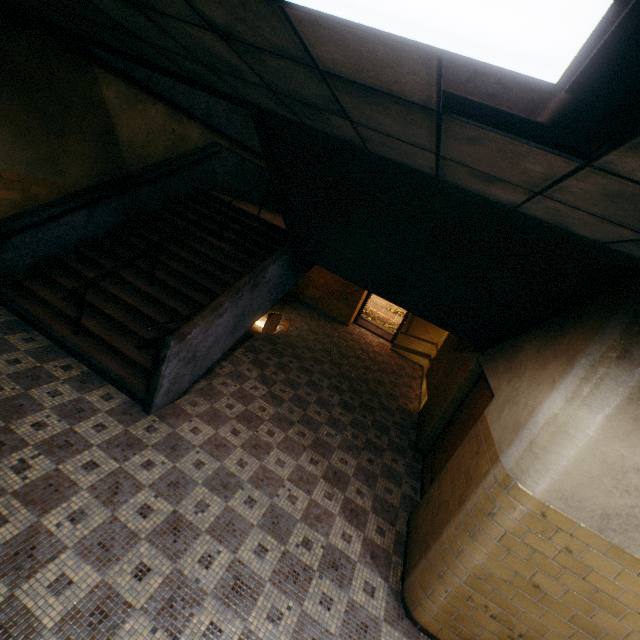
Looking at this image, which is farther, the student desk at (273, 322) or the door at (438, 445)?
the student desk at (273, 322)

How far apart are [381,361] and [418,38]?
9.27m

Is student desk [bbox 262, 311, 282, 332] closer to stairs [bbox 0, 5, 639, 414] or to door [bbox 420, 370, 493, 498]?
stairs [bbox 0, 5, 639, 414]

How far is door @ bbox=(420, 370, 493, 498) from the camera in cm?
473

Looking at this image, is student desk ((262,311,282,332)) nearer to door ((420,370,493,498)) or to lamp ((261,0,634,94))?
door ((420,370,493,498))

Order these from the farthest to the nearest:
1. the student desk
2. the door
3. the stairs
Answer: the student desk, the door, the stairs

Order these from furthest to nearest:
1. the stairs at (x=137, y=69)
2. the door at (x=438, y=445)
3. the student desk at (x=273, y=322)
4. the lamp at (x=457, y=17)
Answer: the student desk at (x=273, y=322) < the door at (x=438, y=445) < the stairs at (x=137, y=69) < the lamp at (x=457, y=17)
